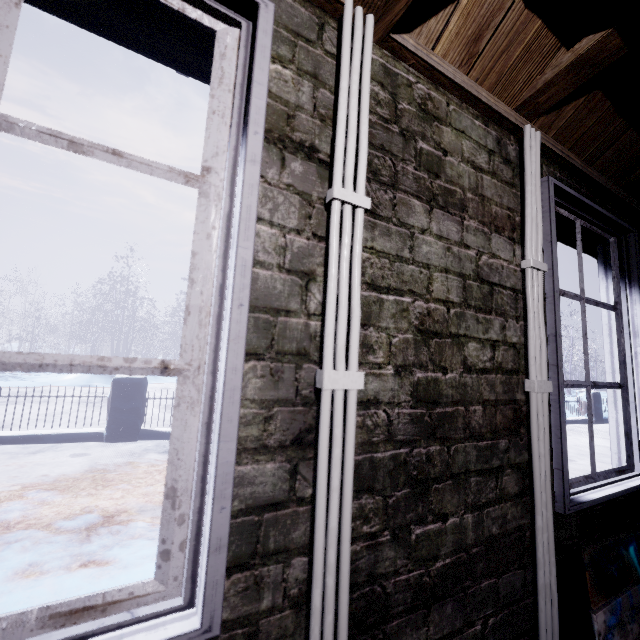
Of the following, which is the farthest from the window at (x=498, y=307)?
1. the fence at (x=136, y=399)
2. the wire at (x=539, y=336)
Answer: the fence at (x=136, y=399)

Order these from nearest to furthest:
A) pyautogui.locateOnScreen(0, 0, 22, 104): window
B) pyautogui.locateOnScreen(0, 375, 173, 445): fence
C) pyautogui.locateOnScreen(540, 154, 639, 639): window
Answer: pyautogui.locateOnScreen(0, 0, 22, 104): window → pyautogui.locateOnScreen(540, 154, 639, 639): window → pyautogui.locateOnScreen(0, 375, 173, 445): fence

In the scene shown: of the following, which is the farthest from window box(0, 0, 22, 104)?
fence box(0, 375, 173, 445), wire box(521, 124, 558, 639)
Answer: fence box(0, 375, 173, 445)

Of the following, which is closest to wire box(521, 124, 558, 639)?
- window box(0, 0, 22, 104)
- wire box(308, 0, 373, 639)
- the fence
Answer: window box(0, 0, 22, 104)

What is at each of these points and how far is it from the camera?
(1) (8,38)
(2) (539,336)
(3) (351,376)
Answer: (1) window, 0.56m
(2) wire, 1.13m
(3) wire, 0.72m

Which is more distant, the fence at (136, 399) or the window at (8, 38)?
the fence at (136, 399)

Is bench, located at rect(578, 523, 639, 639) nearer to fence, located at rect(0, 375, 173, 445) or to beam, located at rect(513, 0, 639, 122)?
beam, located at rect(513, 0, 639, 122)
